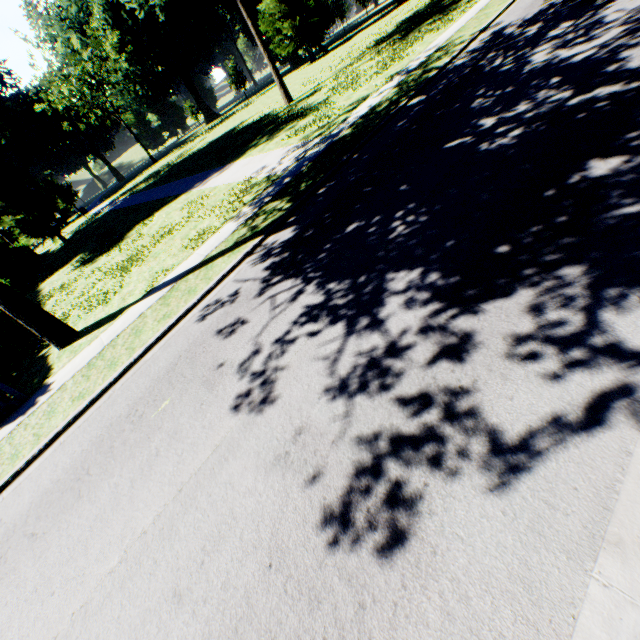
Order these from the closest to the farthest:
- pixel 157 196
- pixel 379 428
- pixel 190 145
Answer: pixel 379 428, pixel 157 196, pixel 190 145

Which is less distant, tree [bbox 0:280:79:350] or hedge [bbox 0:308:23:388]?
tree [bbox 0:280:79:350]

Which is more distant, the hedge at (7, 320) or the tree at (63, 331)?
the hedge at (7, 320)
